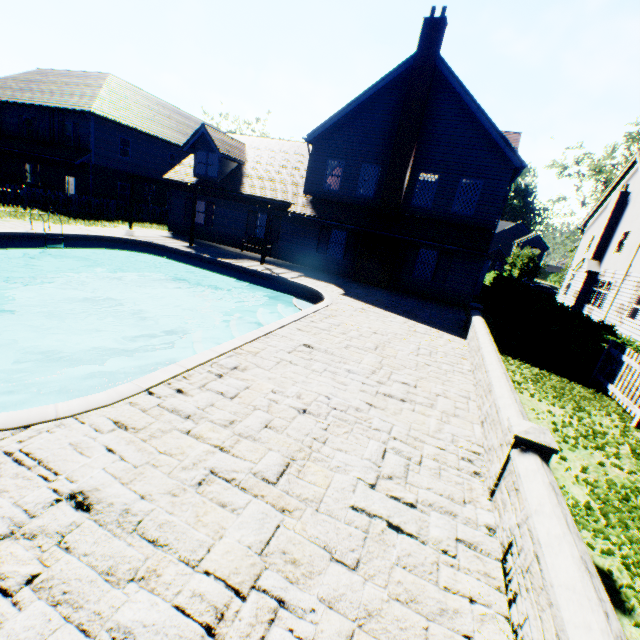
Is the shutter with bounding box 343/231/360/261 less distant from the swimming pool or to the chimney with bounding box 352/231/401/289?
the chimney with bounding box 352/231/401/289

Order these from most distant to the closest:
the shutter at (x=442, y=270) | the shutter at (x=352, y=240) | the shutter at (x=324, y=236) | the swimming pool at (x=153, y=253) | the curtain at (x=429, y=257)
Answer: the shutter at (x=324, y=236), the shutter at (x=352, y=240), the curtain at (x=429, y=257), the shutter at (x=442, y=270), the swimming pool at (x=153, y=253)

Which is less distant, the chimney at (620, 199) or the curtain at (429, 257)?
the curtain at (429, 257)

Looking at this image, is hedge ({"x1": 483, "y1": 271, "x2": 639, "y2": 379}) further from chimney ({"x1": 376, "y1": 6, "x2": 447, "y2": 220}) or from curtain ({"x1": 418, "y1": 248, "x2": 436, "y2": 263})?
chimney ({"x1": 376, "y1": 6, "x2": 447, "y2": 220})

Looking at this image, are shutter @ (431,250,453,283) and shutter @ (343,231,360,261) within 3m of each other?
no

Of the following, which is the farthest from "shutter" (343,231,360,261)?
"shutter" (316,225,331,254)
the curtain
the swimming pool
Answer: the swimming pool

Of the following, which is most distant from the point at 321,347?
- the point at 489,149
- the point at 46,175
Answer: the point at 46,175

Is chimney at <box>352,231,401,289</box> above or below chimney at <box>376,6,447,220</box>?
below
